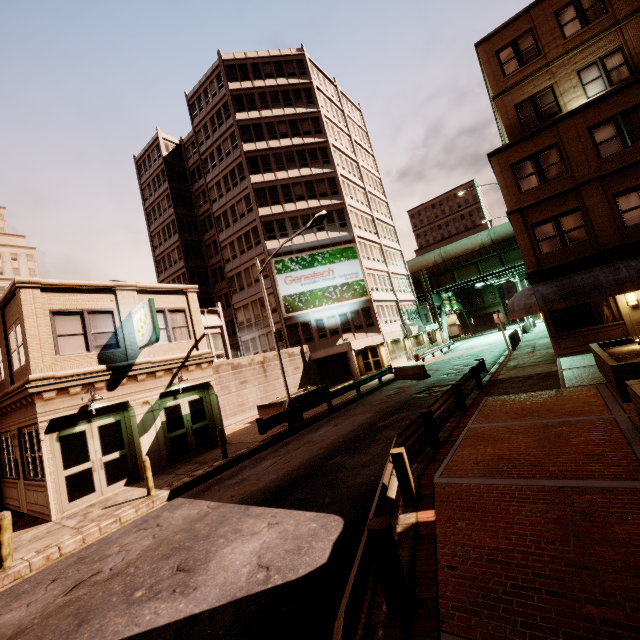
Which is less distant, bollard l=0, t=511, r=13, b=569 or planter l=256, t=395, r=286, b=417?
bollard l=0, t=511, r=13, b=569

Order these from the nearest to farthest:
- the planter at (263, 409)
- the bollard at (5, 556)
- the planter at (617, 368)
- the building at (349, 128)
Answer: the planter at (617, 368) → the bollard at (5, 556) → the building at (349, 128) → the planter at (263, 409)

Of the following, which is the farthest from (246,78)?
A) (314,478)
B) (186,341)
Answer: (314,478)

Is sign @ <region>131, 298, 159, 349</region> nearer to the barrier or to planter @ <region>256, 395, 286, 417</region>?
planter @ <region>256, 395, 286, 417</region>

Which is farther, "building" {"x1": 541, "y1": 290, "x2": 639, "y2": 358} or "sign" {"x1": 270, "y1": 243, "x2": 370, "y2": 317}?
"sign" {"x1": 270, "y1": 243, "x2": 370, "y2": 317}

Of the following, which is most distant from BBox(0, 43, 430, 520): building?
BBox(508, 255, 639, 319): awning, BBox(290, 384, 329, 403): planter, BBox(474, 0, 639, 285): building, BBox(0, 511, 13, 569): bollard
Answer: BBox(474, 0, 639, 285): building

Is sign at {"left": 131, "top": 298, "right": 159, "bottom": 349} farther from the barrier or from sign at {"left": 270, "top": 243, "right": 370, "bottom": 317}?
sign at {"left": 270, "top": 243, "right": 370, "bottom": 317}

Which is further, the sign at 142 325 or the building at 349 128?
the sign at 142 325
